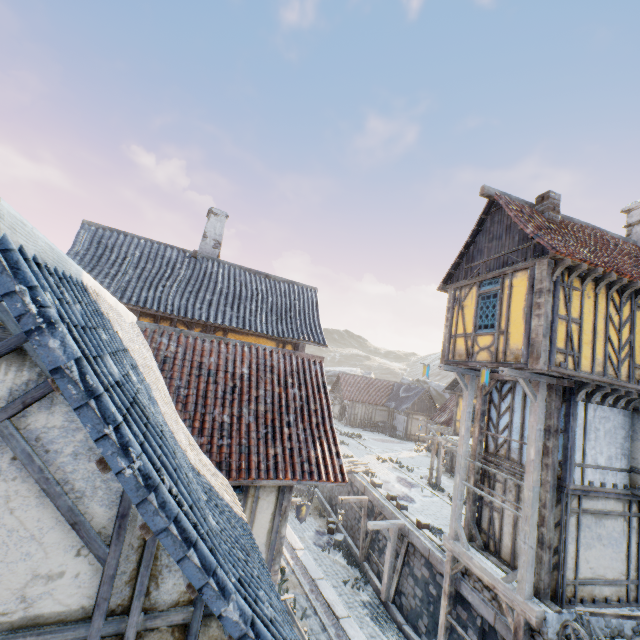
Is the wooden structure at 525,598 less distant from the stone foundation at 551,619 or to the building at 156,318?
the stone foundation at 551,619

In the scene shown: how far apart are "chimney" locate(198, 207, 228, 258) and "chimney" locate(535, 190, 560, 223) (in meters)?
12.44

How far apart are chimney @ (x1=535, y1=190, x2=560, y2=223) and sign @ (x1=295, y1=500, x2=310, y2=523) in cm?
1150

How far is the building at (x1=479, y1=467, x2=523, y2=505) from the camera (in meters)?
10.04

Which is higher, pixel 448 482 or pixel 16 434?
pixel 16 434

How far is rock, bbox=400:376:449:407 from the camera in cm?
→ 5200

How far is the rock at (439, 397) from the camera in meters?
52.0
